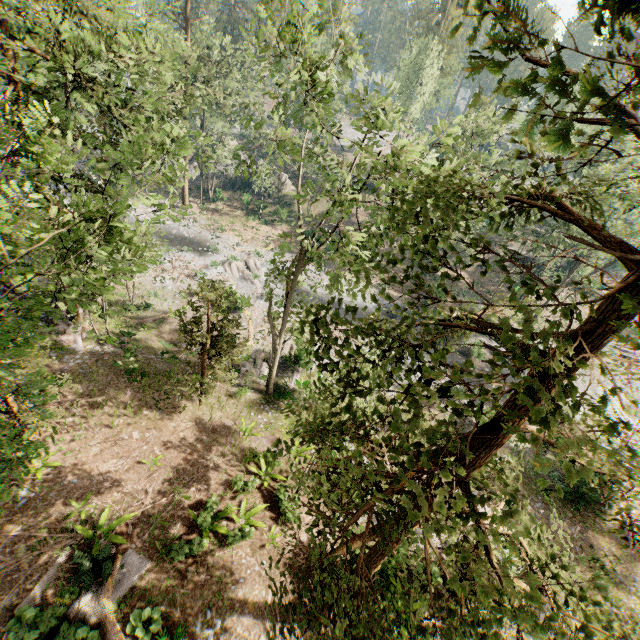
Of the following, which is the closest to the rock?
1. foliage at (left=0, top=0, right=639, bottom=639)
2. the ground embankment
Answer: foliage at (left=0, top=0, right=639, bottom=639)

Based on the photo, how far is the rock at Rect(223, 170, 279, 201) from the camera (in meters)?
47.69

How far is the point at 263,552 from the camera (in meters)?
12.51

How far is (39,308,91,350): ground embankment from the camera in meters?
18.1 m

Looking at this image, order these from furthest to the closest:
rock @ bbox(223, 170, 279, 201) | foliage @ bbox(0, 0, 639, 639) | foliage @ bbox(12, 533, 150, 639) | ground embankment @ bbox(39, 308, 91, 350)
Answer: rock @ bbox(223, 170, 279, 201) → ground embankment @ bbox(39, 308, 91, 350) → foliage @ bbox(12, 533, 150, 639) → foliage @ bbox(0, 0, 639, 639)

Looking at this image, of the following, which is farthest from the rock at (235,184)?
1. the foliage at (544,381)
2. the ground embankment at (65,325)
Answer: the ground embankment at (65,325)

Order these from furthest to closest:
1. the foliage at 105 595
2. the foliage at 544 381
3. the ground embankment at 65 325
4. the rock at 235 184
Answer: the rock at 235 184
the ground embankment at 65 325
the foliage at 105 595
the foliage at 544 381
